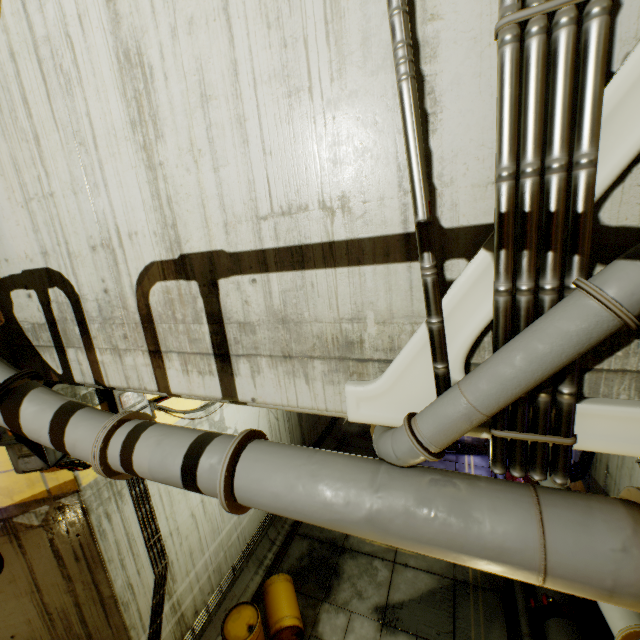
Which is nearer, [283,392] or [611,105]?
[611,105]

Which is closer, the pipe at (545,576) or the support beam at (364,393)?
the pipe at (545,576)

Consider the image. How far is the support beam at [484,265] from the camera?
1.8m

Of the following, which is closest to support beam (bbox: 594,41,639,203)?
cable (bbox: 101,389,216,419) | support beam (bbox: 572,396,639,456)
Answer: support beam (bbox: 572,396,639,456)

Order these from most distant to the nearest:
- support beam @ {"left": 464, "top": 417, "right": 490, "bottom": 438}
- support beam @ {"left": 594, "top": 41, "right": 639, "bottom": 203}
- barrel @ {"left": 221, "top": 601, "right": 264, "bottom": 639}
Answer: barrel @ {"left": 221, "top": 601, "right": 264, "bottom": 639} → support beam @ {"left": 464, "top": 417, "right": 490, "bottom": 438} → support beam @ {"left": 594, "top": 41, "right": 639, "bottom": 203}

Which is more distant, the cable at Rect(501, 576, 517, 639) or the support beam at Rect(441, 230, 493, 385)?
the cable at Rect(501, 576, 517, 639)

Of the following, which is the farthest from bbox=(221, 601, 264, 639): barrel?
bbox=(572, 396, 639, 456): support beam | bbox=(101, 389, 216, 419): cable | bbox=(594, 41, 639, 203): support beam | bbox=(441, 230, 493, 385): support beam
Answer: bbox=(594, 41, 639, 203): support beam

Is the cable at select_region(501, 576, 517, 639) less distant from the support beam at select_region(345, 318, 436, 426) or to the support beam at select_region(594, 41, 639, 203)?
the support beam at select_region(345, 318, 436, 426)
